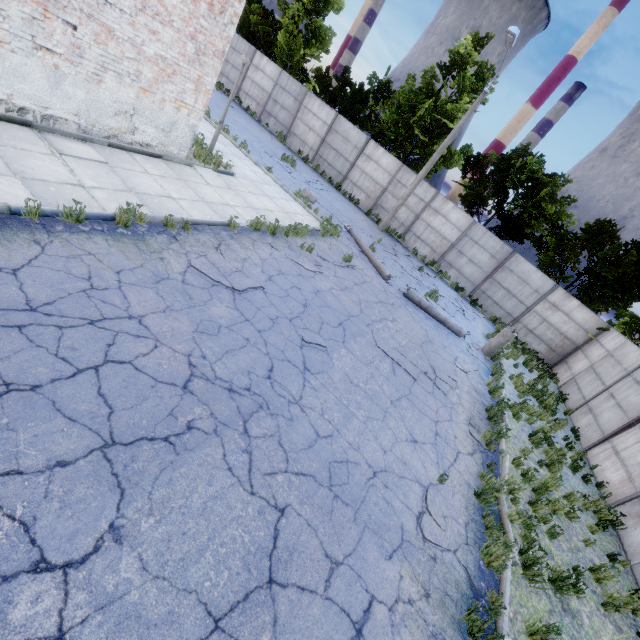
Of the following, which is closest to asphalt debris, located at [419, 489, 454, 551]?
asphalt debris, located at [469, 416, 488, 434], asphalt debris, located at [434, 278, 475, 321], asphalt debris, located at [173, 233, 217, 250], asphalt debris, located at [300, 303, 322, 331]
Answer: asphalt debris, located at [469, 416, 488, 434]

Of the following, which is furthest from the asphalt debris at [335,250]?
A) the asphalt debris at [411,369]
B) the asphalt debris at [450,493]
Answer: the asphalt debris at [450,493]

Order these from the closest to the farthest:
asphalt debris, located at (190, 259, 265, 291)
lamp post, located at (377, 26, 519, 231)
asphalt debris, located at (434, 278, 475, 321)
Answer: asphalt debris, located at (190, 259, 265, 291) < lamp post, located at (377, 26, 519, 231) < asphalt debris, located at (434, 278, 475, 321)

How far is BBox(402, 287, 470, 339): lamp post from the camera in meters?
12.7

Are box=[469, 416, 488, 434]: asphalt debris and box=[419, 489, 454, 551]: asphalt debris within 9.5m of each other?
yes

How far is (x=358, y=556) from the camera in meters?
4.0

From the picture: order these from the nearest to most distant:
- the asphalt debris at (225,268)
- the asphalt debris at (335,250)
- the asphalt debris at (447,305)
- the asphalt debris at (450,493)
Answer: the asphalt debris at (450,493) → the asphalt debris at (225,268) → the asphalt debris at (335,250) → the asphalt debris at (447,305)

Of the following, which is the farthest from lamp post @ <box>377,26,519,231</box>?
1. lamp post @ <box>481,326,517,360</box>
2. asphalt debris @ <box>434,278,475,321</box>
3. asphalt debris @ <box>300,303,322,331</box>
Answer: asphalt debris @ <box>300,303,322,331</box>
